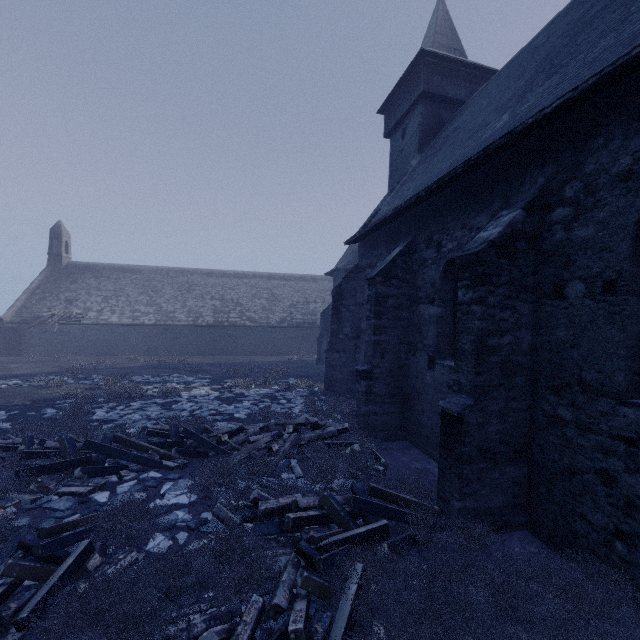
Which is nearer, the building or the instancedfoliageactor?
the instancedfoliageactor

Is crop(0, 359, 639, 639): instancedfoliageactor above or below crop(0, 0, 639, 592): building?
below

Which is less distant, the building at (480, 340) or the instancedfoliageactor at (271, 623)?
the instancedfoliageactor at (271, 623)

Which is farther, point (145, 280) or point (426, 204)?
point (145, 280)

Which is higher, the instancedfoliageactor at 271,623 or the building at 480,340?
the building at 480,340
